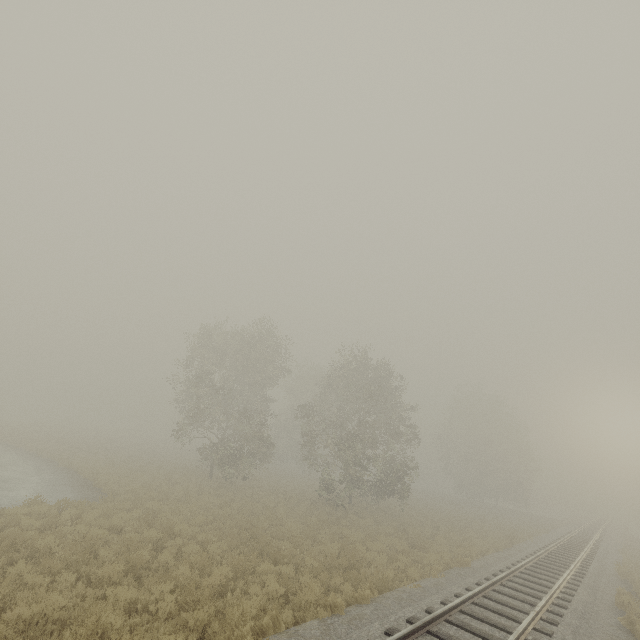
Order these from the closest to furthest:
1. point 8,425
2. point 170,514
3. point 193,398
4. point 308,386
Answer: point 170,514 < point 193,398 < point 8,425 < point 308,386
